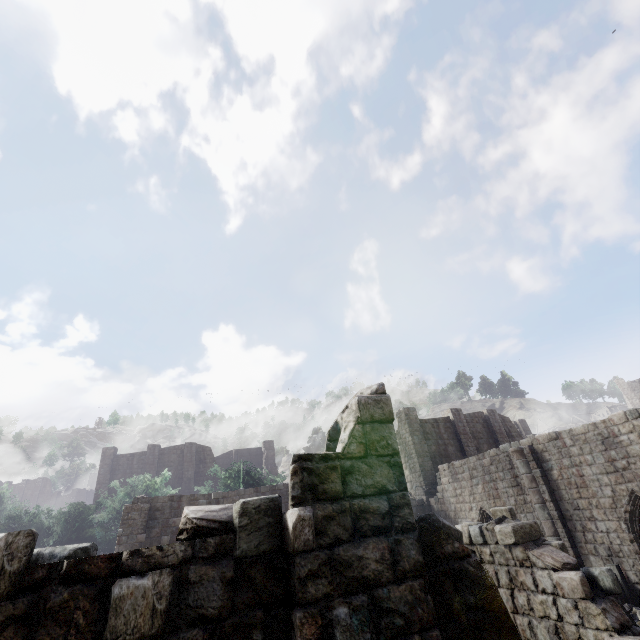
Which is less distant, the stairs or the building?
the building

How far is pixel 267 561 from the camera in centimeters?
293cm

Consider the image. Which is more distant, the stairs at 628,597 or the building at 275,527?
the stairs at 628,597

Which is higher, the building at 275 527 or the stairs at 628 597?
the building at 275 527

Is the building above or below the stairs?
above
